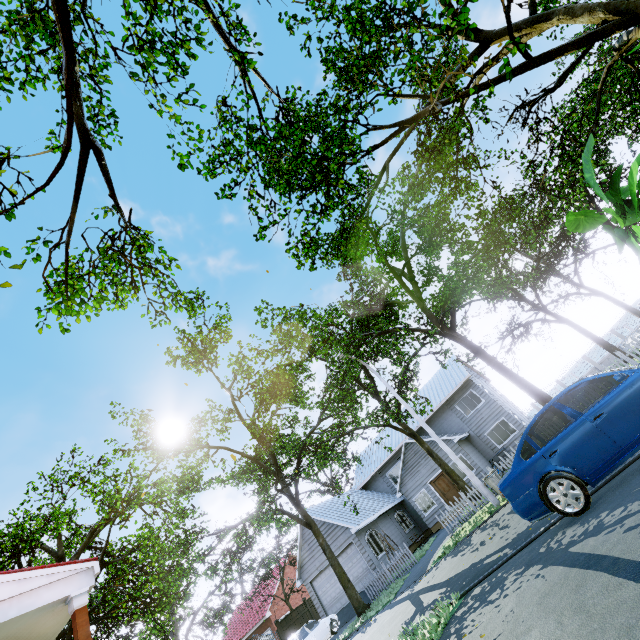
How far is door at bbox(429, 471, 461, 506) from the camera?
23.06m

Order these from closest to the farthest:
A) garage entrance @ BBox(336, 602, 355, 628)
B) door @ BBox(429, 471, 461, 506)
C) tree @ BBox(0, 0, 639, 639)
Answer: tree @ BBox(0, 0, 639, 639) < garage entrance @ BBox(336, 602, 355, 628) < door @ BBox(429, 471, 461, 506)

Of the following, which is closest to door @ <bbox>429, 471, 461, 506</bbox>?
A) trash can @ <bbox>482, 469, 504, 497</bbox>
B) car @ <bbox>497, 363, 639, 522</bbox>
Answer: trash can @ <bbox>482, 469, 504, 497</bbox>

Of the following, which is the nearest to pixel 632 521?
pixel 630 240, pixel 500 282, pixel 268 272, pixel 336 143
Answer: pixel 630 240

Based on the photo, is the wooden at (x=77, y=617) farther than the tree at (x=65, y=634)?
No

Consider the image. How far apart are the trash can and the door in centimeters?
1106cm

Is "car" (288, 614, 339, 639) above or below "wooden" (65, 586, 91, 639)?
below

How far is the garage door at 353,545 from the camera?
20.8 meters
